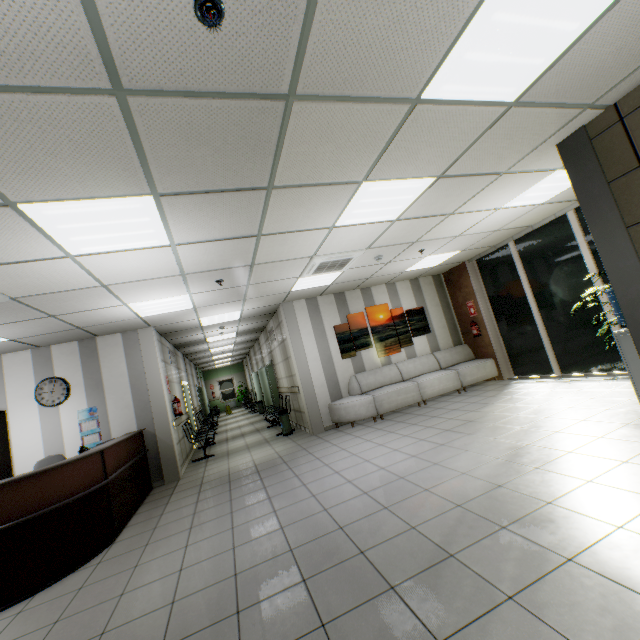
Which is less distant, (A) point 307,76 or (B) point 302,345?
(A) point 307,76

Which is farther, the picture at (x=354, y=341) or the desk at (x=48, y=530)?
the picture at (x=354, y=341)

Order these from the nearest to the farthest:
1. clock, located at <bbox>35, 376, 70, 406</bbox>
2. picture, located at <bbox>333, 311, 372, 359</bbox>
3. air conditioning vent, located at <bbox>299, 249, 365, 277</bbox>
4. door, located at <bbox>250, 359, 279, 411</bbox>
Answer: air conditioning vent, located at <bbox>299, 249, 365, 277</bbox>, clock, located at <bbox>35, 376, 70, 406</bbox>, picture, located at <bbox>333, 311, 372, 359</bbox>, door, located at <bbox>250, 359, 279, 411</bbox>

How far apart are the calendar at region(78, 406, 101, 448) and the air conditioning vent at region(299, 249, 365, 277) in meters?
4.9

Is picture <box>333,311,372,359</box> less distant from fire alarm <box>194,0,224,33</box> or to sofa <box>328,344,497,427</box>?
sofa <box>328,344,497,427</box>

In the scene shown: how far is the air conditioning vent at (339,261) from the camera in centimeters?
538cm

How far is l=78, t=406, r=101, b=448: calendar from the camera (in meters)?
6.34

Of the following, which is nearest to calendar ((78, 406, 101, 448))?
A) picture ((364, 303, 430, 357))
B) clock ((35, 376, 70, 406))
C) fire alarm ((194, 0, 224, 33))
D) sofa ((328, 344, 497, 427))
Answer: clock ((35, 376, 70, 406))
